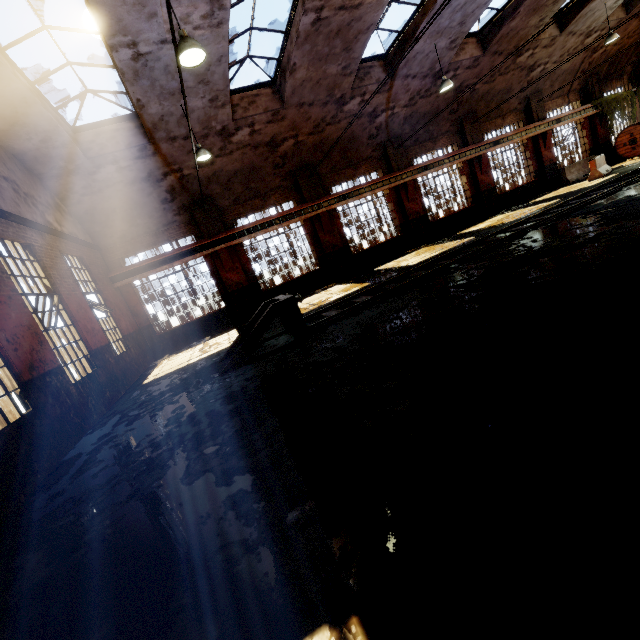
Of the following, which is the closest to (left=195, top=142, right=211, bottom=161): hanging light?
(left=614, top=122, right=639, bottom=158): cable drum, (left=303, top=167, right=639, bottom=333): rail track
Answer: (left=303, top=167, right=639, bottom=333): rail track

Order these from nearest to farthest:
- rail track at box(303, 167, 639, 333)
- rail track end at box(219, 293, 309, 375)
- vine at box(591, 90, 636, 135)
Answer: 1. rail track end at box(219, 293, 309, 375)
2. rail track at box(303, 167, 639, 333)
3. vine at box(591, 90, 636, 135)

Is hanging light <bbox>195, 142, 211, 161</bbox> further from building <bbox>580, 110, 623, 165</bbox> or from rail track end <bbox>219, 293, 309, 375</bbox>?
rail track end <bbox>219, 293, 309, 375</bbox>

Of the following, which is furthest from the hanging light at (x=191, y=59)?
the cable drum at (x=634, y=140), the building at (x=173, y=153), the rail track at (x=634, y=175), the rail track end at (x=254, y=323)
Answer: the cable drum at (x=634, y=140)

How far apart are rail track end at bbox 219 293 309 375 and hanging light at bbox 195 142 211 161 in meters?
5.4

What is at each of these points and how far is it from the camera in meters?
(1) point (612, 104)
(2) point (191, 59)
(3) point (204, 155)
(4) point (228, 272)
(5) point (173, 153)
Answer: (1) vine, 19.8
(2) hanging light, 6.0
(3) hanging light, 10.3
(4) building, 14.4
(5) building, 11.7

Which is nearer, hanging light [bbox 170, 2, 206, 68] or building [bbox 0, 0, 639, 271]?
hanging light [bbox 170, 2, 206, 68]

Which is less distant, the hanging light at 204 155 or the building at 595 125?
the hanging light at 204 155
